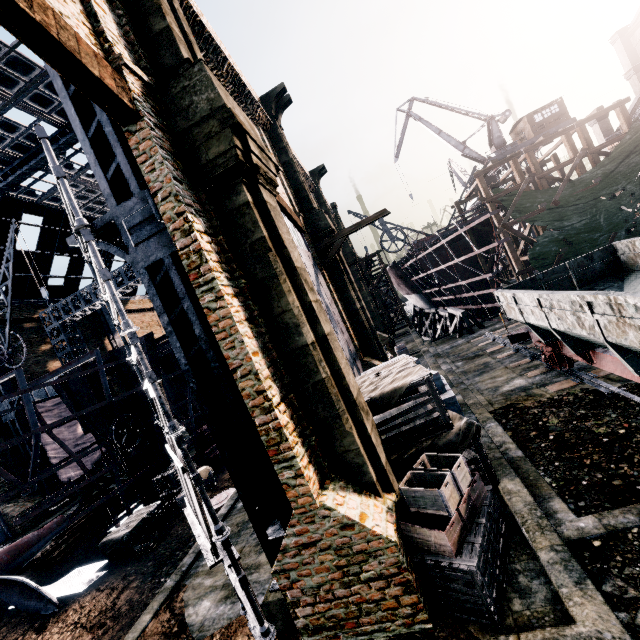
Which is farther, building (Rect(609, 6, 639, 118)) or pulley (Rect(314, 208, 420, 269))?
building (Rect(609, 6, 639, 118))

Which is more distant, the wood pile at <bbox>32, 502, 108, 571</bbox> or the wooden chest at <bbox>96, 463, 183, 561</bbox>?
the wood pile at <bbox>32, 502, 108, 571</bbox>

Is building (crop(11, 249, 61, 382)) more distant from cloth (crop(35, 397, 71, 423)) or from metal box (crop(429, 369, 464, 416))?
metal box (crop(429, 369, 464, 416))

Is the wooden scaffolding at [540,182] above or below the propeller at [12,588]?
above

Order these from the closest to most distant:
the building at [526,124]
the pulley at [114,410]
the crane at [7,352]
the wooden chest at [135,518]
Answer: the wooden chest at [135,518], the pulley at [114,410], the crane at [7,352], the building at [526,124]

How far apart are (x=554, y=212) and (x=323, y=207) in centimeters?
1795cm

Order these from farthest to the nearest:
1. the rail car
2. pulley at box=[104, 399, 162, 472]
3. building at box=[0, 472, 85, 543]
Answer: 1. building at box=[0, 472, 85, 543]
2. pulley at box=[104, 399, 162, 472]
3. the rail car

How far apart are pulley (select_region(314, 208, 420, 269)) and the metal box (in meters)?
7.33
